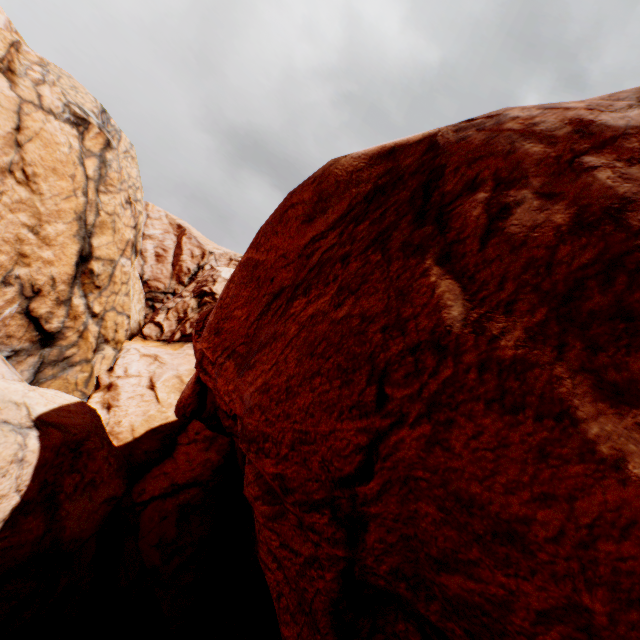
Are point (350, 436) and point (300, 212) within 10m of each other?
yes
